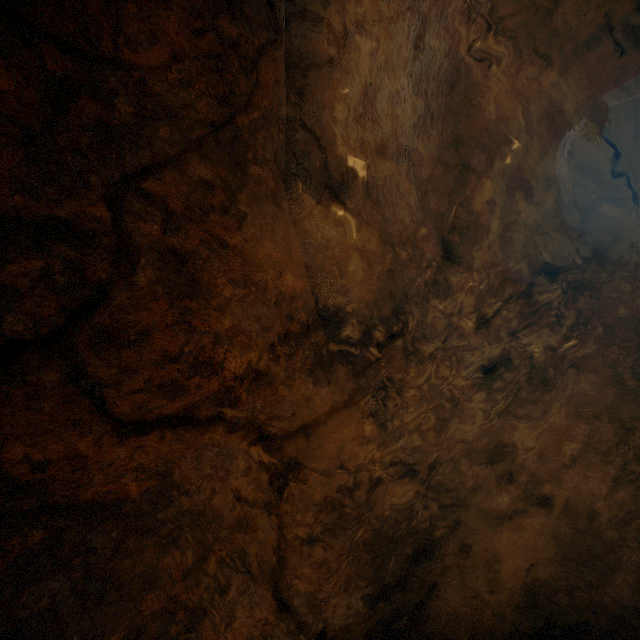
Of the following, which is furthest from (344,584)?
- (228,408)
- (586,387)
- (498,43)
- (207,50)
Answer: (498,43)
